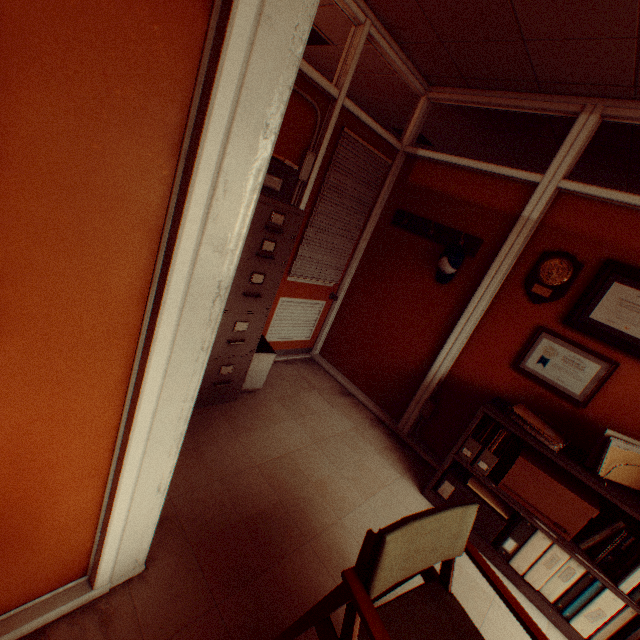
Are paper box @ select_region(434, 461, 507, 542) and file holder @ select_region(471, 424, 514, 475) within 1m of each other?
yes

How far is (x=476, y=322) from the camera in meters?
3.2 m

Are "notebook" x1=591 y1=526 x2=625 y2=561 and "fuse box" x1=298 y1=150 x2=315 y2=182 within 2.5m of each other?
no

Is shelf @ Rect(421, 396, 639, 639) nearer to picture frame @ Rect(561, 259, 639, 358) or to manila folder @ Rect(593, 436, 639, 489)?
manila folder @ Rect(593, 436, 639, 489)

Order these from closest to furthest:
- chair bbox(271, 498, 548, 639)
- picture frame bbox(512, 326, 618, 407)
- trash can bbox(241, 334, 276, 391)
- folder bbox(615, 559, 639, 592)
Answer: chair bbox(271, 498, 548, 639) → folder bbox(615, 559, 639, 592) → picture frame bbox(512, 326, 618, 407) → trash can bbox(241, 334, 276, 391)

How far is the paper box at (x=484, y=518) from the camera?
2.6m

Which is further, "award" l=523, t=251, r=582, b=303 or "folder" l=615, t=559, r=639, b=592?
"award" l=523, t=251, r=582, b=303

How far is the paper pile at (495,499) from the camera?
2.60m
